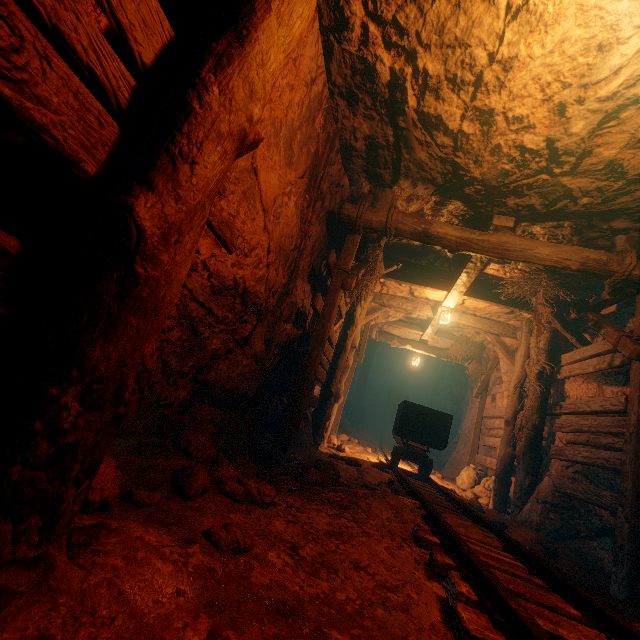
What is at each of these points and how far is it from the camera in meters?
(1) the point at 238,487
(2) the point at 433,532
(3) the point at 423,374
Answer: (1) instancedfoliageactor, 2.2
(2) tracks, 2.5
(3) cave, 21.5

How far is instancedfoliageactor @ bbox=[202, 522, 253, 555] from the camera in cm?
A: 152

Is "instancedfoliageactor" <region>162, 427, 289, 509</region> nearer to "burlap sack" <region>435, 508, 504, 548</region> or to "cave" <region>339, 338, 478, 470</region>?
"burlap sack" <region>435, 508, 504, 548</region>

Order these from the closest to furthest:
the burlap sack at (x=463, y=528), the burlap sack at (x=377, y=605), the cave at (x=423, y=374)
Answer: the burlap sack at (x=377, y=605) → the burlap sack at (x=463, y=528) → the cave at (x=423, y=374)

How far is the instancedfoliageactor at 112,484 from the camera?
1.3 meters

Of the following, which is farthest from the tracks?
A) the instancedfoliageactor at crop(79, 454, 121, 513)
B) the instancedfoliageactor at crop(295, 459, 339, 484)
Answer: the instancedfoliageactor at crop(79, 454, 121, 513)

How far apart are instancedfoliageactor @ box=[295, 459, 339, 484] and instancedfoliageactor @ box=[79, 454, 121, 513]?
2.22m

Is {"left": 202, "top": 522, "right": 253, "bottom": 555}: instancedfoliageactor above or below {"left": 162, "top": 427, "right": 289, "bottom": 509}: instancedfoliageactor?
above
